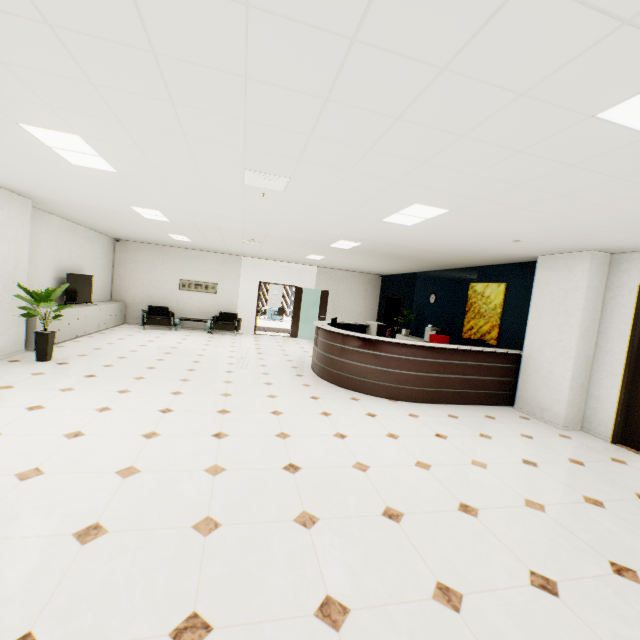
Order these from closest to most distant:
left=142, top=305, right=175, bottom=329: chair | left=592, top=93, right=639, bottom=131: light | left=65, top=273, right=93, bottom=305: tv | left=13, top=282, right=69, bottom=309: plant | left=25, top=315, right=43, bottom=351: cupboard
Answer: left=592, top=93, right=639, bottom=131: light
left=13, top=282, right=69, bottom=309: plant
left=25, top=315, right=43, bottom=351: cupboard
left=65, top=273, right=93, bottom=305: tv
left=142, top=305, right=175, bottom=329: chair

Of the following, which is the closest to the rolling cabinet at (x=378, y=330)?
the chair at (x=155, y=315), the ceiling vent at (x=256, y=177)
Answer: the ceiling vent at (x=256, y=177)

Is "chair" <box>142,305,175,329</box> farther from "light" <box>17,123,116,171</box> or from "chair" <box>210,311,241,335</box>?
"light" <box>17,123,116,171</box>

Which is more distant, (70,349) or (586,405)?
(70,349)

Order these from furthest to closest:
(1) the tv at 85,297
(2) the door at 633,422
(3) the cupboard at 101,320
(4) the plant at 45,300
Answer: (1) the tv at 85,297 < (3) the cupboard at 101,320 < (4) the plant at 45,300 < (2) the door at 633,422

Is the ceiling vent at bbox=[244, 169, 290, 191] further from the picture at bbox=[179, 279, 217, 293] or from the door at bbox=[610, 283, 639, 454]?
the picture at bbox=[179, 279, 217, 293]

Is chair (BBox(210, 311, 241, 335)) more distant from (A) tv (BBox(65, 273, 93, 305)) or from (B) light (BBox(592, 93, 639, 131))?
(B) light (BBox(592, 93, 639, 131))

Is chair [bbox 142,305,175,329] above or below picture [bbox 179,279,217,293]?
below
